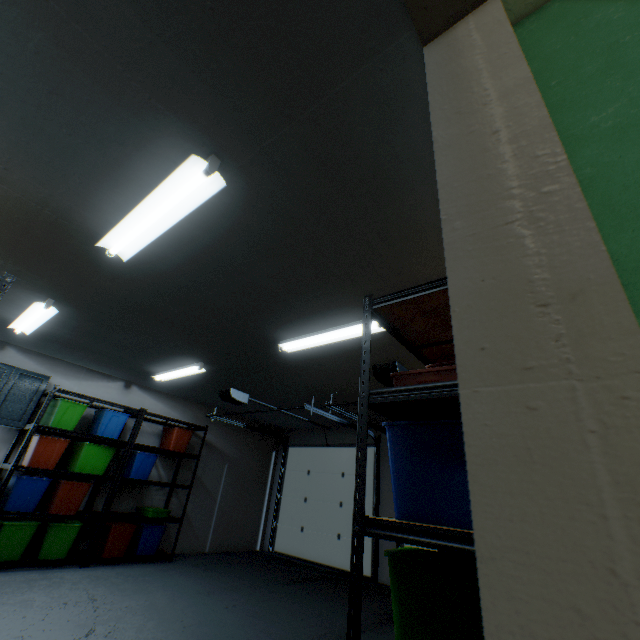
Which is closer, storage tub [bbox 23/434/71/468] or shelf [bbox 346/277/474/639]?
shelf [bbox 346/277/474/639]

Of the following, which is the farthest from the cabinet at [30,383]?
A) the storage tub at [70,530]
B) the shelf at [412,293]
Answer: the shelf at [412,293]

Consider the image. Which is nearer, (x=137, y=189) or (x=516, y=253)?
(x=516, y=253)

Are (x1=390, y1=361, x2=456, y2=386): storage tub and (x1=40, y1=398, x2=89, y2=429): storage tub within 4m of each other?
no

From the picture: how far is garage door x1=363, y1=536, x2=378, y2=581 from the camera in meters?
5.3

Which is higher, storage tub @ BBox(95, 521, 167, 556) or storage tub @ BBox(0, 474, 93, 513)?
storage tub @ BBox(0, 474, 93, 513)

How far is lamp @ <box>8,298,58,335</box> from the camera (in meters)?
3.09

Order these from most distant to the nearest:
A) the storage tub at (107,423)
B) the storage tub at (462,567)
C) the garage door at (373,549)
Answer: the garage door at (373,549) → the storage tub at (107,423) → the storage tub at (462,567)
